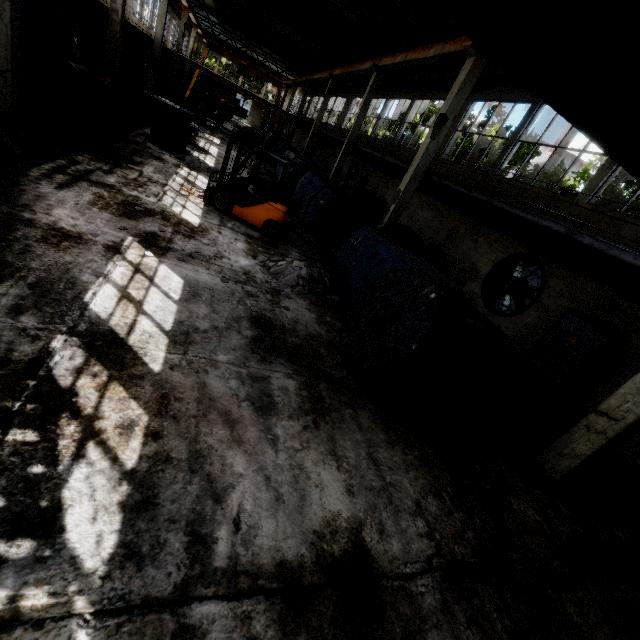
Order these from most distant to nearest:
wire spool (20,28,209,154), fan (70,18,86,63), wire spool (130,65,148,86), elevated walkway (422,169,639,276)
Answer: wire spool (130,65,148,86), fan (70,18,86,63), wire spool (20,28,209,154), elevated walkway (422,169,639,276)

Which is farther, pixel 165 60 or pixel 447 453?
pixel 165 60

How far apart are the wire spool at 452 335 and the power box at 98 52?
25.1 meters

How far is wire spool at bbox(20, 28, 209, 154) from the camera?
9.4m

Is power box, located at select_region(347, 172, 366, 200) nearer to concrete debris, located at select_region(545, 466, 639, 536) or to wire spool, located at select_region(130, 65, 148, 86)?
wire spool, located at select_region(130, 65, 148, 86)

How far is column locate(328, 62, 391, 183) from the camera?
17.72m

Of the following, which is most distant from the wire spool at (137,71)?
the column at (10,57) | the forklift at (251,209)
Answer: the forklift at (251,209)

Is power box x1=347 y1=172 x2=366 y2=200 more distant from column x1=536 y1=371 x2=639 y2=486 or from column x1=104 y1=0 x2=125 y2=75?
column x1=536 y1=371 x2=639 y2=486
